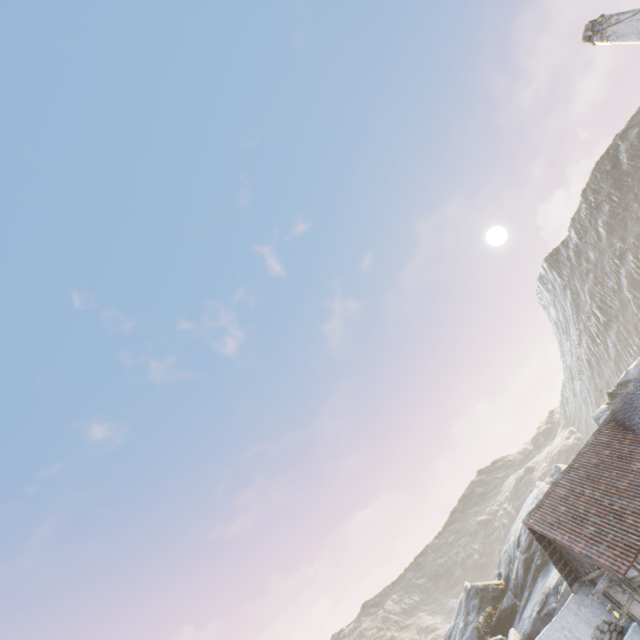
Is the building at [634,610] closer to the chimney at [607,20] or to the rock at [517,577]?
the rock at [517,577]

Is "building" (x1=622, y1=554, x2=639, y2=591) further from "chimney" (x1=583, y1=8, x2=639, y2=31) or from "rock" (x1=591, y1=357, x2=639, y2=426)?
"chimney" (x1=583, y1=8, x2=639, y2=31)

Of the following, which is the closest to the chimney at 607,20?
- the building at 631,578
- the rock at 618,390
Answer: the rock at 618,390

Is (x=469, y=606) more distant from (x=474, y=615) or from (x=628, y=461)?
(x=628, y=461)

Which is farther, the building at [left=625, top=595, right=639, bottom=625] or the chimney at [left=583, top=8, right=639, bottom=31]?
the building at [left=625, top=595, right=639, bottom=625]

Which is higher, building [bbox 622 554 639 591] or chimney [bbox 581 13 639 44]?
chimney [bbox 581 13 639 44]
